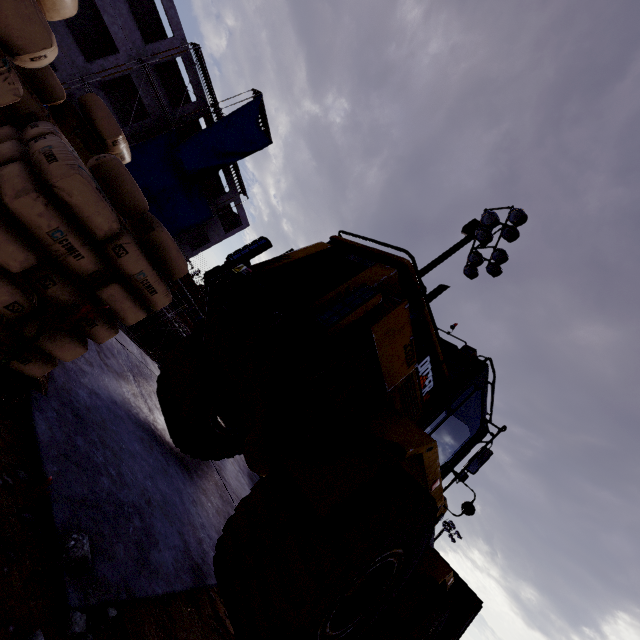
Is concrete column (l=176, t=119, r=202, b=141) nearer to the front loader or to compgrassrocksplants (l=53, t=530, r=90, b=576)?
the front loader

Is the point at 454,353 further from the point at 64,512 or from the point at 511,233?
the point at 511,233

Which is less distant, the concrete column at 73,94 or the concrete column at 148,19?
the concrete column at 148,19

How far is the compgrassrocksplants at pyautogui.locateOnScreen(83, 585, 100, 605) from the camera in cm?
154

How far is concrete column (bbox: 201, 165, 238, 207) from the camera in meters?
30.8

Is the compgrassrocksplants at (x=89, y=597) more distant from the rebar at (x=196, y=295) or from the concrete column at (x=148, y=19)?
the concrete column at (x=148, y=19)

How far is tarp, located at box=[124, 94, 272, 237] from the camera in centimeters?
2470cm

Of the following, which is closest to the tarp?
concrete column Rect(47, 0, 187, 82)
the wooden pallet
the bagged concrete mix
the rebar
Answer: concrete column Rect(47, 0, 187, 82)
